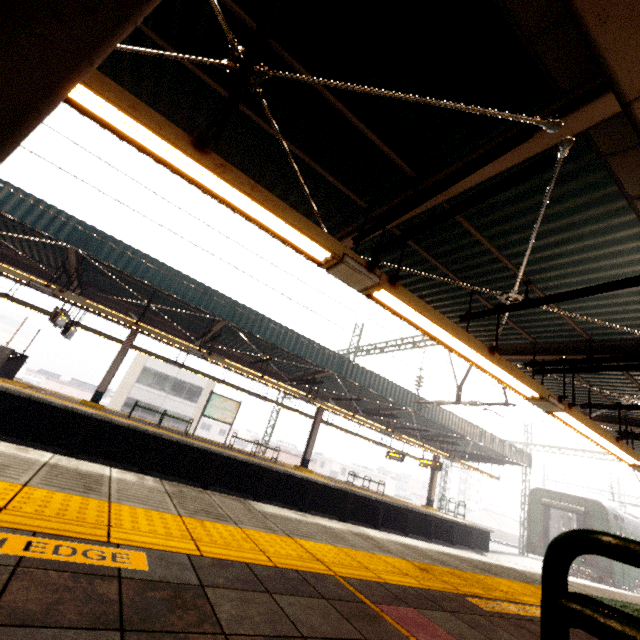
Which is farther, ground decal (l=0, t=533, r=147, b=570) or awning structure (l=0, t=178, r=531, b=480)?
awning structure (l=0, t=178, r=531, b=480)

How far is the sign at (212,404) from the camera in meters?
14.2 m

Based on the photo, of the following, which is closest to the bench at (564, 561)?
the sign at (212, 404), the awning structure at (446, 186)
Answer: the awning structure at (446, 186)

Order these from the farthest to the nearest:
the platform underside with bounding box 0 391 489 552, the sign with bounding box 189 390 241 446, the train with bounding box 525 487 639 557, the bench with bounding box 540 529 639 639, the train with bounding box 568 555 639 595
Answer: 1. the train with bounding box 525 487 639 557
2. the train with bounding box 568 555 639 595
3. the sign with bounding box 189 390 241 446
4. the platform underside with bounding box 0 391 489 552
5. the bench with bounding box 540 529 639 639

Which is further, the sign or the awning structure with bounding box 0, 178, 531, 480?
the sign

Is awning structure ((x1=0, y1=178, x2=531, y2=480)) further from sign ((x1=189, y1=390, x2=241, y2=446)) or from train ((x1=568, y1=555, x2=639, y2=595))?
train ((x1=568, y1=555, x2=639, y2=595))

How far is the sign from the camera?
14.2m

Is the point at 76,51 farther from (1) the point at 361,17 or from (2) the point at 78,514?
(1) the point at 361,17
